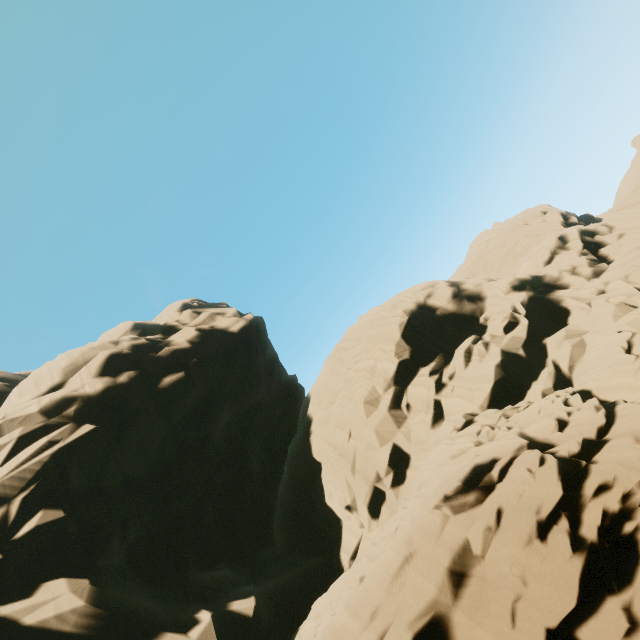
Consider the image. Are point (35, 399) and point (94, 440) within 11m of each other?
yes
